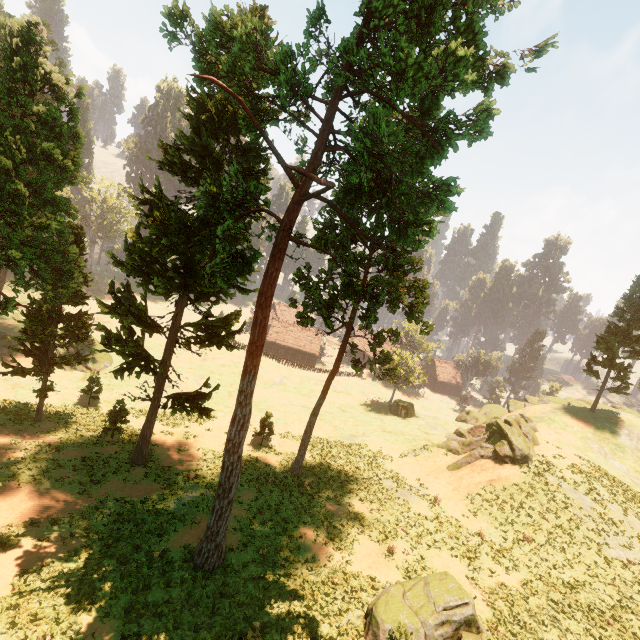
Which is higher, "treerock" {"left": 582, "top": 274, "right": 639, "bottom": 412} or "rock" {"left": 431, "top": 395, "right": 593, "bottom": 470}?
"treerock" {"left": 582, "top": 274, "right": 639, "bottom": 412}

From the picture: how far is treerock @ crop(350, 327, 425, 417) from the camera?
26.7m

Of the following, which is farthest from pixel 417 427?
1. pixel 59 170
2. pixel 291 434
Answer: pixel 59 170

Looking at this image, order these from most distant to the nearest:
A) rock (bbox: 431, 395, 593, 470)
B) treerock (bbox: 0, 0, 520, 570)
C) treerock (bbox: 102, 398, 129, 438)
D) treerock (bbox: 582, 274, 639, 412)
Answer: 1. treerock (bbox: 582, 274, 639, 412)
2. rock (bbox: 431, 395, 593, 470)
3. treerock (bbox: 102, 398, 129, 438)
4. treerock (bbox: 0, 0, 520, 570)

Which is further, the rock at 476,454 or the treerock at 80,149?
the rock at 476,454

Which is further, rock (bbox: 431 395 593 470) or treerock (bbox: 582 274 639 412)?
treerock (bbox: 582 274 639 412)

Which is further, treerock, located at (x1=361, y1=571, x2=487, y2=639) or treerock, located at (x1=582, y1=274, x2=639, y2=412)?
treerock, located at (x1=582, y1=274, x2=639, y2=412)

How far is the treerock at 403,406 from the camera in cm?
2667
